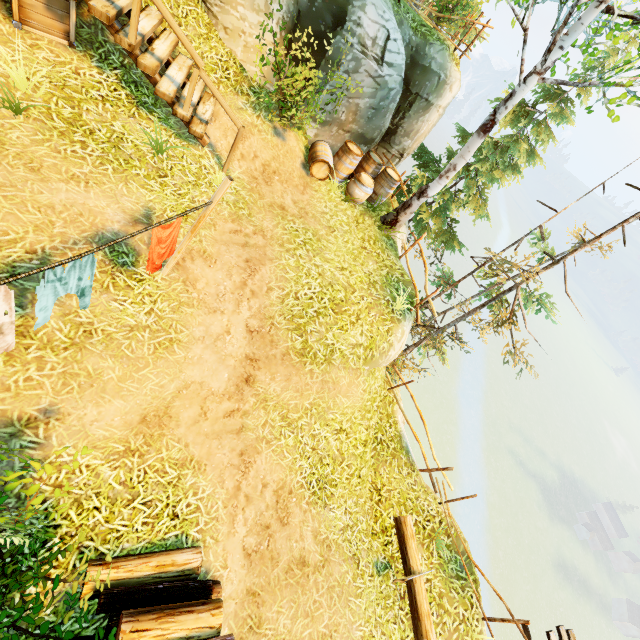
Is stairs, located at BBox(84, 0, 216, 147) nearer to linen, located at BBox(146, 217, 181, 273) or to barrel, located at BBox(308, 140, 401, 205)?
linen, located at BBox(146, 217, 181, 273)

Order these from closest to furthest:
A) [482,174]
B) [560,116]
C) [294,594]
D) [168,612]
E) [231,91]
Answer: [168,612] → [294,594] → [231,91] → [560,116] → [482,174]

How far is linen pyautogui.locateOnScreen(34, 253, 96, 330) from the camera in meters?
3.1

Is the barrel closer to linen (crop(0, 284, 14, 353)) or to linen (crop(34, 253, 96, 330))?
linen (crop(34, 253, 96, 330))

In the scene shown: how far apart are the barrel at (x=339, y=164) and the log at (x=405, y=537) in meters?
9.1

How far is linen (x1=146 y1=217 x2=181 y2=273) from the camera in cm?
389

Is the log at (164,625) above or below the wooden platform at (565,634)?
above

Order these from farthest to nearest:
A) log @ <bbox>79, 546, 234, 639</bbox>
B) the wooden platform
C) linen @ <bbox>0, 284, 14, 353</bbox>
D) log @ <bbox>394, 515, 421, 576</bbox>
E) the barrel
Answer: the wooden platform
the barrel
log @ <bbox>394, 515, 421, 576</bbox>
log @ <bbox>79, 546, 234, 639</bbox>
linen @ <bbox>0, 284, 14, 353</bbox>
